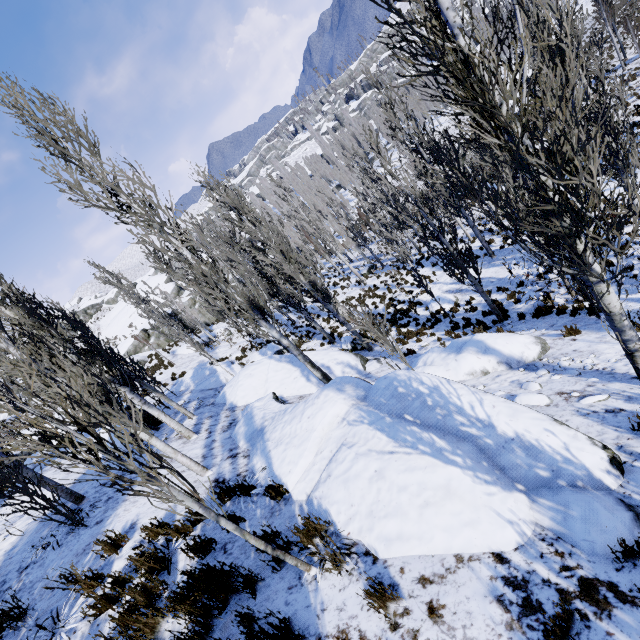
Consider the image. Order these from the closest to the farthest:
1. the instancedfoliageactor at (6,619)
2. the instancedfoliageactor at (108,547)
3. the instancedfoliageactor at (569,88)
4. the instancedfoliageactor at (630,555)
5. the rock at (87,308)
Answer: the instancedfoliageactor at (630,555), the instancedfoliageactor at (569,88), the instancedfoliageactor at (6,619), the instancedfoliageactor at (108,547), the rock at (87,308)

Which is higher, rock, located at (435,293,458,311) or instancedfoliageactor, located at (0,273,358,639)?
instancedfoliageactor, located at (0,273,358,639)

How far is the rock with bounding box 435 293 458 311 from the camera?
16.1 meters

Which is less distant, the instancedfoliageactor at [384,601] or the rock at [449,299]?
the instancedfoliageactor at [384,601]

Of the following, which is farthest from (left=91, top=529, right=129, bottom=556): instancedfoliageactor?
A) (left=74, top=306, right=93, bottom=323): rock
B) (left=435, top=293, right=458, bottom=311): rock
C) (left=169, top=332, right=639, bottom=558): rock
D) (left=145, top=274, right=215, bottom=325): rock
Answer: (left=74, top=306, right=93, bottom=323): rock

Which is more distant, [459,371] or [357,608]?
[459,371]

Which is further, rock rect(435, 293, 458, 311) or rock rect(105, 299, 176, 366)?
rock rect(105, 299, 176, 366)

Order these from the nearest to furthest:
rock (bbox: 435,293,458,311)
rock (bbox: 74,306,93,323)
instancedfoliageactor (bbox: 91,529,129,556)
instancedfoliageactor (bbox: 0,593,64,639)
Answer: instancedfoliageactor (bbox: 0,593,64,639) < instancedfoliageactor (bbox: 91,529,129,556) < rock (bbox: 435,293,458,311) < rock (bbox: 74,306,93,323)
